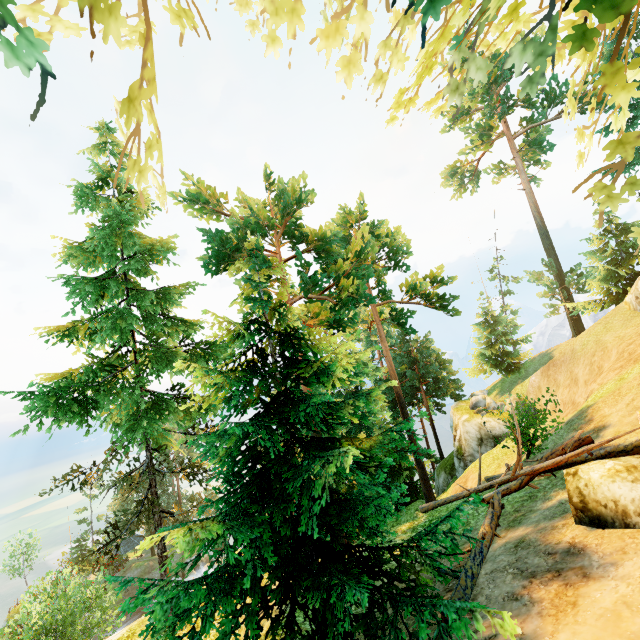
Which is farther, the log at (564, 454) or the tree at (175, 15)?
the log at (564, 454)

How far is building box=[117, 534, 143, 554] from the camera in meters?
54.0 m

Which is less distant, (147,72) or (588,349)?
(147,72)

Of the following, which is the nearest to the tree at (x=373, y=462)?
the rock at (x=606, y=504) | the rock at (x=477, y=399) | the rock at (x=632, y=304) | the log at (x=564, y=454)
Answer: the log at (x=564, y=454)

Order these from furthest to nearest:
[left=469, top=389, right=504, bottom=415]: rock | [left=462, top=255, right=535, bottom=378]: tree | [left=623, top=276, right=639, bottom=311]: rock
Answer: [left=462, top=255, right=535, bottom=378]: tree, [left=469, top=389, right=504, bottom=415]: rock, [left=623, top=276, right=639, bottom=311]: rock

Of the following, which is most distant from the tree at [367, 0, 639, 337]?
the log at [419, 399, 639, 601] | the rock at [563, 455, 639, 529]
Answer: the rock at [563, 455, 639, 529]

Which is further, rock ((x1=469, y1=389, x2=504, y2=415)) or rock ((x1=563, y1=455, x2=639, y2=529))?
rock ((x1=469, y1=389, x2=504, y2=415))
